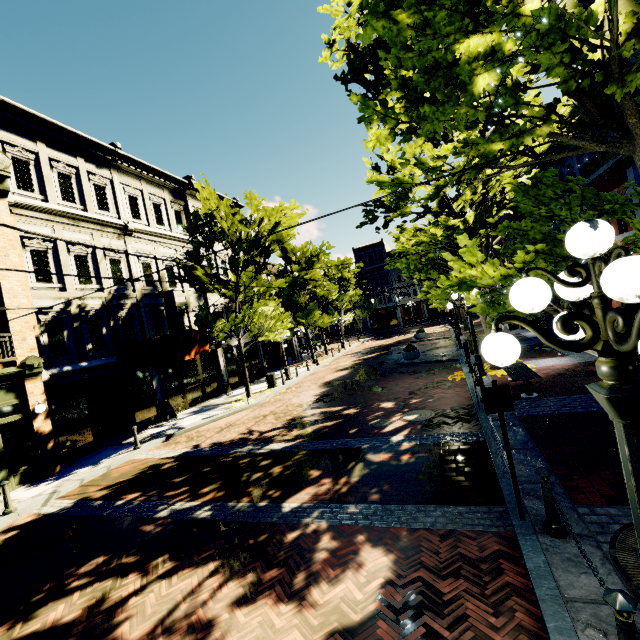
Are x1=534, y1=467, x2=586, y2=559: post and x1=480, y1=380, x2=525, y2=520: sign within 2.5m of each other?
yes

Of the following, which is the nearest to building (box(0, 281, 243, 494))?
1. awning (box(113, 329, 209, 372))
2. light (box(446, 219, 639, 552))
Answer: awning (box(113, 329, 209, 372))

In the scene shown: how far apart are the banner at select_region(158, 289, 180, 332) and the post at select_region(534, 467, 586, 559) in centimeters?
1675cm

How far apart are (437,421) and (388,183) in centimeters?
698cm

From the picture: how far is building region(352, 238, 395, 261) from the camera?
52.1m

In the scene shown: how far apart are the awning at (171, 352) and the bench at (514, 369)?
12.1 meters

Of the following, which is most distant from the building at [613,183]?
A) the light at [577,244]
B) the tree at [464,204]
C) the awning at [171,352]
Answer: the light at [577,244]

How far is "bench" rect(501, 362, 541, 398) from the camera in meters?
9.3
